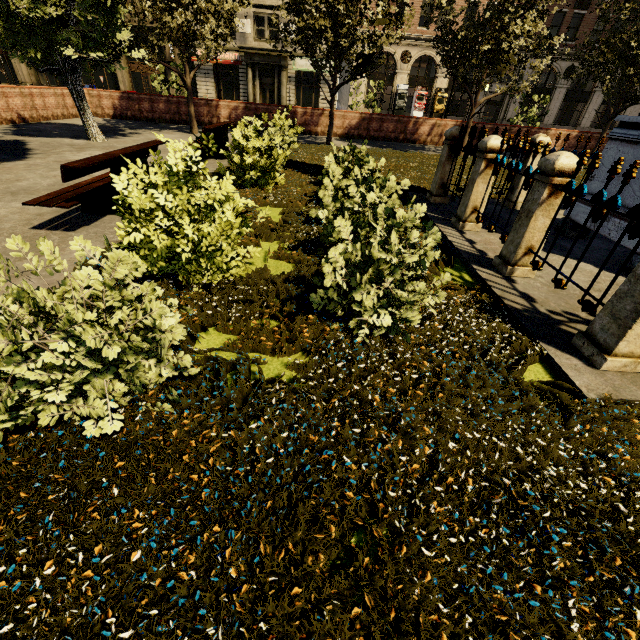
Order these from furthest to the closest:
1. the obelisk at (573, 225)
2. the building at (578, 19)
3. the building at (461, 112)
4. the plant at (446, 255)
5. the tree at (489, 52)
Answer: the building at (461, 112) < the building at (578, 19) < the tree at (489, 52) < the obelisk at (573, 225) < the plant at (446, 255)

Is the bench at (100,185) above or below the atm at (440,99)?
below

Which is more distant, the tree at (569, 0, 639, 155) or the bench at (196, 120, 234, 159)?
the tree at (569, 0, 639, 155)

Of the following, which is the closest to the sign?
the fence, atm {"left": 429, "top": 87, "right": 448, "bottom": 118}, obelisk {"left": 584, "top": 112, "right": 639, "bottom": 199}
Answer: atm {"left": 429, "top": 87, "right": 448, "bottom": 118}

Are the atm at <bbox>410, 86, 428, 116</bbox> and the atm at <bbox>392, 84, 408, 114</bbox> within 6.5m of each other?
yes

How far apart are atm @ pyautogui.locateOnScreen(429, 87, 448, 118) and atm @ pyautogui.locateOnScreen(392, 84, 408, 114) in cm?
280

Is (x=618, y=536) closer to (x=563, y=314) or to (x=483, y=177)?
(x=563, y=314)
